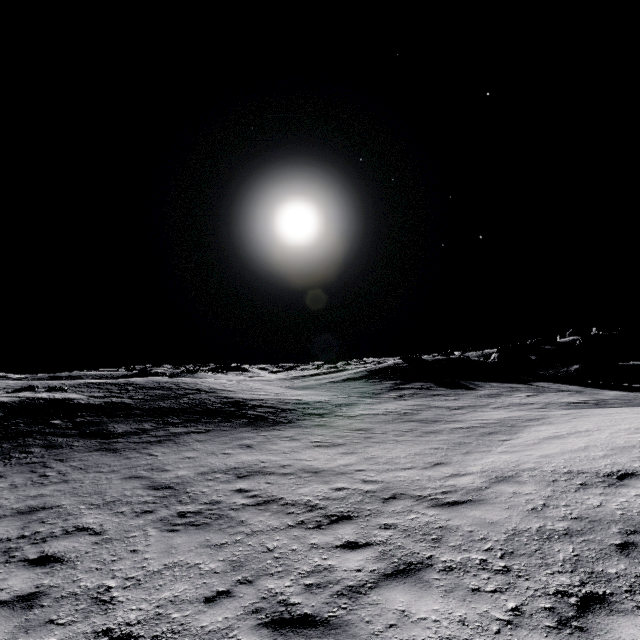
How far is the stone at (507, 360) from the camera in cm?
3578

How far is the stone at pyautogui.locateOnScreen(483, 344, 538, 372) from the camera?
35.8m

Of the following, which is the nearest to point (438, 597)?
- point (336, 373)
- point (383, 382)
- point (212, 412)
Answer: point (212, 412)
